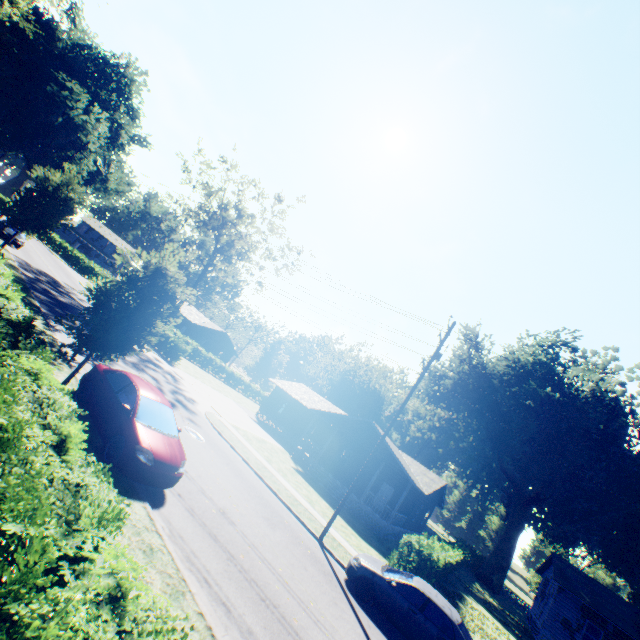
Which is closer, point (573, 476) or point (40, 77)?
point (40, 77)

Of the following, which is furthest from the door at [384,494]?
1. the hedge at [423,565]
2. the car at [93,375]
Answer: the car at [93,375]

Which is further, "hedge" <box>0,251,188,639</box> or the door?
the door

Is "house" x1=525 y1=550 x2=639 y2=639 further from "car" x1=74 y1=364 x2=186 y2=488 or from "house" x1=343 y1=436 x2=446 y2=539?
"car" x1=74 y1=364 x2=186 y2=488

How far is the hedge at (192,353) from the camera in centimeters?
3112cm

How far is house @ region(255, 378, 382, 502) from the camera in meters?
27.2

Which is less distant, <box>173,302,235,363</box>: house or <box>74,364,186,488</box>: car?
<box>74,364,186,488</box>: car

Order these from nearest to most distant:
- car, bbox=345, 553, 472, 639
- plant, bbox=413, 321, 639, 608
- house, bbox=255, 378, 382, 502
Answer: car, bbox=345, 553, 472, 639
house, bbox=255, 378, 382, 502
plant, bbox=413, 321, 639, 608
